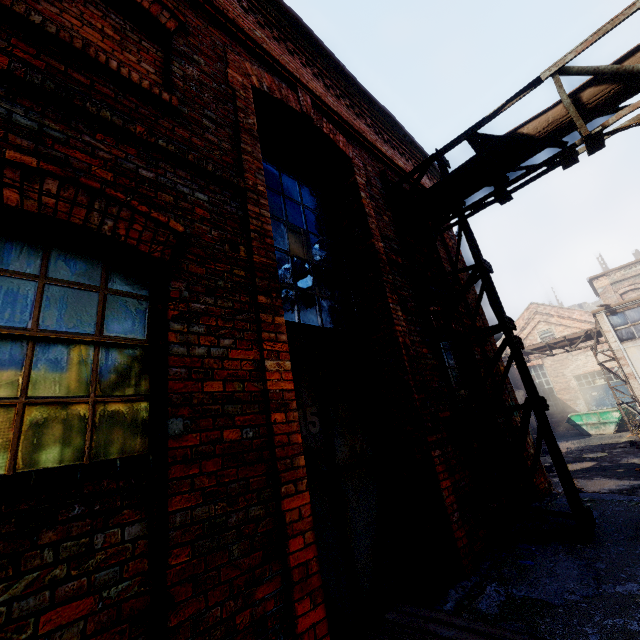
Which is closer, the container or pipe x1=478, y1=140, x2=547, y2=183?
pipe x1=478, y1=140, x2=547, y2=183

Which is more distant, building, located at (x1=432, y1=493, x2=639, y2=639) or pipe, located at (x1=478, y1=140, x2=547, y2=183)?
pipe, located at (x1=478, y1=140, x2=547, y2=183)

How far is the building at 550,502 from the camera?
4.7m

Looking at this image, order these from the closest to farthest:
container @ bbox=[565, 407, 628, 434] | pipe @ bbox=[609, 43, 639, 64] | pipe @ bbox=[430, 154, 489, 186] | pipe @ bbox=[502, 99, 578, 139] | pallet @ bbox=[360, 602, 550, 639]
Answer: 1. pallet @ bbox=[360, 602, 550, 639]
2. pipe @ bbox=[609, 43, 639, 64]
3. pipe @ bbox=[502, 99, 578, 139]
4. pipe @ bbox=[430, 154, 489, 186]
5. container @ bbox=[565, 407, 628, 434]

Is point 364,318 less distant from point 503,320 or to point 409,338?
point 409,338

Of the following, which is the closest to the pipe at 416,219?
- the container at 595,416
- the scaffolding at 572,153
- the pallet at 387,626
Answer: the scaffolding at 572,153

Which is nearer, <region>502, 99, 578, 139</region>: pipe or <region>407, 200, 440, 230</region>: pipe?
<region>502, 99, 578, 139</region>: pipe
